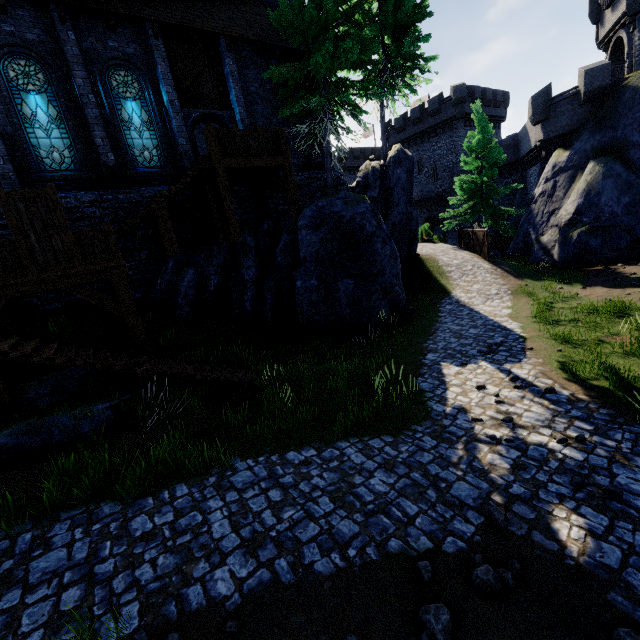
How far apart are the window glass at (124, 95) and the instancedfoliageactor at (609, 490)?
16.5m

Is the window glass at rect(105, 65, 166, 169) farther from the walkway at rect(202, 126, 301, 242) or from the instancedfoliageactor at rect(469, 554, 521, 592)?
the instancedfoliageactor at rect(469, 554, 521, 592)

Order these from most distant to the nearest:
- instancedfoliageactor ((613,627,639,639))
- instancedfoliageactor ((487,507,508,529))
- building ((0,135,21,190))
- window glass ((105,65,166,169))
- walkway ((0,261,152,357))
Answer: window glass ((105,65,166,169))
building ((0,135,21,190))
walkway ((0,261,152,357))
instancedfoliageactor ((487,507,508,529))
instancedfoliageactor ((613,627,639,639))

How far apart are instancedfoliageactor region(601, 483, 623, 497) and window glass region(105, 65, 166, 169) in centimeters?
1653cm

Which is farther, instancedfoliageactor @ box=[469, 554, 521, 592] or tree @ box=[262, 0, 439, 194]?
tree @ box=[262, 0, 439, 194]

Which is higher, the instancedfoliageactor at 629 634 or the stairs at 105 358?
the stairs at 105 358

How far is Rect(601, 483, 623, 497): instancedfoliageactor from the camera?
Result: 4.9 meters

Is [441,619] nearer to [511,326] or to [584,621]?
[584,621]
